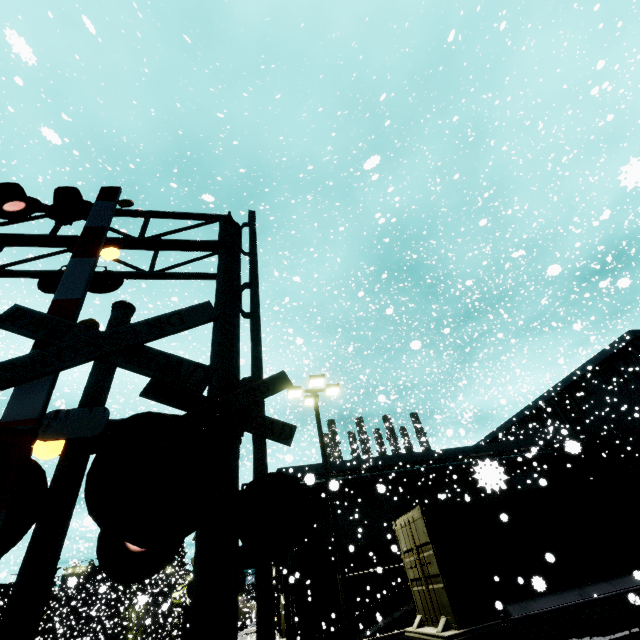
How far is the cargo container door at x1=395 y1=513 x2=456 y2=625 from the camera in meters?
8.4

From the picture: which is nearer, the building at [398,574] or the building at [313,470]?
the building at [313,470]

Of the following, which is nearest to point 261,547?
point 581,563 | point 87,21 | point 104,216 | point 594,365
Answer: point 104,216

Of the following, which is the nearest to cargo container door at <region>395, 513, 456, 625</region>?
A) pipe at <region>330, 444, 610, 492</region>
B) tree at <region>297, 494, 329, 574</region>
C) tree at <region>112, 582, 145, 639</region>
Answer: pipe at <region>330, 444, 610, 492</region>

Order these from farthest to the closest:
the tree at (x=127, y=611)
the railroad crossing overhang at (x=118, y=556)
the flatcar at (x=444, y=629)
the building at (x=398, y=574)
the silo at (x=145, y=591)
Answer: the tree at (x=127, y=611) → the silo at (x=145, y=591) → the building at (x=398, y=574) → the flatcar at (x=444, y=629) → the railroad crossing overhang at (x=118, y=556)

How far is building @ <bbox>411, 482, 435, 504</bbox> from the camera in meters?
26.0 m

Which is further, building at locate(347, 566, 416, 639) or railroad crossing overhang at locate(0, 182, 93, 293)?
building at locate(347, 566, 416, 639)
